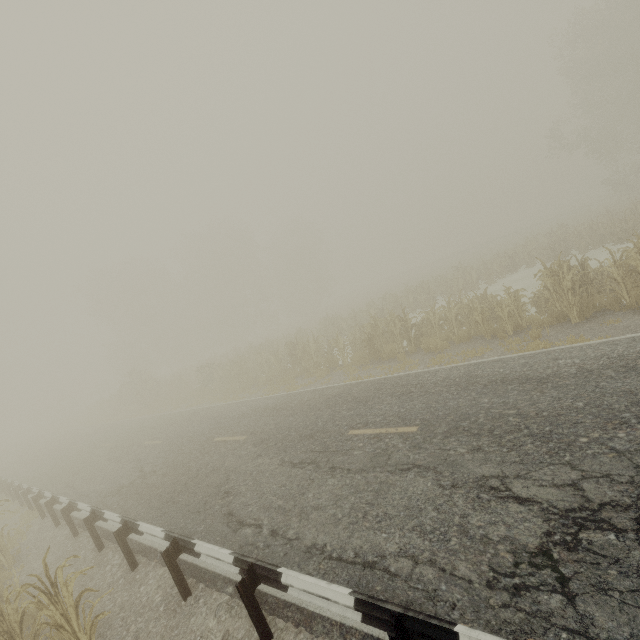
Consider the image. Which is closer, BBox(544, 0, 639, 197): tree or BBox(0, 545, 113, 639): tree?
BBox(0, 545, 113, 639): tree

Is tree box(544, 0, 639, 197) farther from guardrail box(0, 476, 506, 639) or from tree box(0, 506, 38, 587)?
guardrail box(0, 476, 506, 639)

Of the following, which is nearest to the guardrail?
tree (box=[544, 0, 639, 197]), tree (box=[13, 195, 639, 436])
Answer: tree (box=[13, 195, 639, 436])

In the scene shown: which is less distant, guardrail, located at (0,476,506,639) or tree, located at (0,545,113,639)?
guardrail, located at (0,476,506,639)

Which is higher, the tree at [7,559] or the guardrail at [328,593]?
the guardrail at [328,593]

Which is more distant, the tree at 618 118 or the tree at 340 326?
the tree at 618 118

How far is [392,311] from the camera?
23.4 meters
